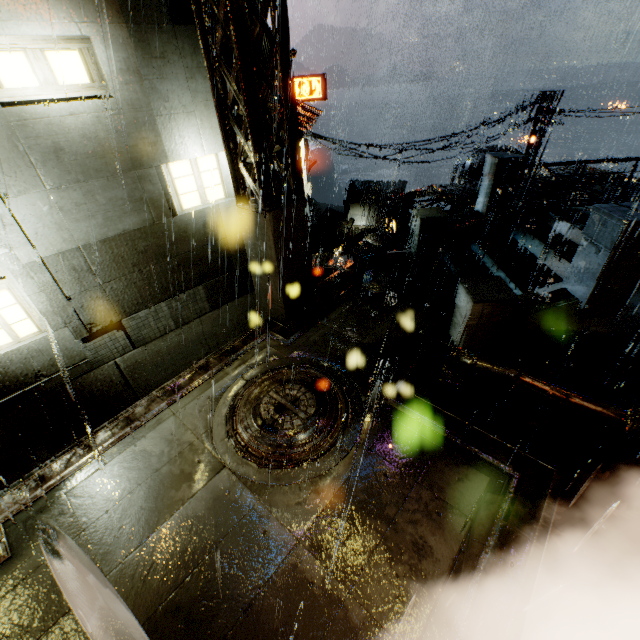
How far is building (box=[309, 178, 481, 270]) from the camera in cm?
1321

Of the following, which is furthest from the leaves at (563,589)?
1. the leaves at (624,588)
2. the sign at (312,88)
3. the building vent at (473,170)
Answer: the sign at (312,88)

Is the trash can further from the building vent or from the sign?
the sign

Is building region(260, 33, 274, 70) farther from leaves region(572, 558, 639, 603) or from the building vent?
leaves region(572, 558, 639, 603)

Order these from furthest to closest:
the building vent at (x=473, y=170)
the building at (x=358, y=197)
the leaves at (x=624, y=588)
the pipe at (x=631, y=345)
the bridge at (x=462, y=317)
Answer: the building vent at (x=473, y=170)
the building at (x=358, y=197)
the pipe at (x=631, y=345)
the bridge at (x=462, y=317)
the leaves at (x=624, y=588)

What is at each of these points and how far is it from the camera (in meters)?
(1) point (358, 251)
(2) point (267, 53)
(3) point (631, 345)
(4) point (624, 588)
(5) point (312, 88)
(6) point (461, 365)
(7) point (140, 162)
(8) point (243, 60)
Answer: (1) trash can, 9.38
(2) building, 10.22
(3) pipe, 7.34
(4) leaves, 4.14
(5) sign, 24.17
(6) pipe, 5.44
(7) building, 6.41
(8) support beam, 5.28

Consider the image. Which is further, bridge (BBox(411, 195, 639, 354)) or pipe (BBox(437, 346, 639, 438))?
bridge (BBox(411, 195, 639, 354))

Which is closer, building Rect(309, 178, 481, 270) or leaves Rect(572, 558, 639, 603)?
leaves Rect(572, 558, 639, 603)
